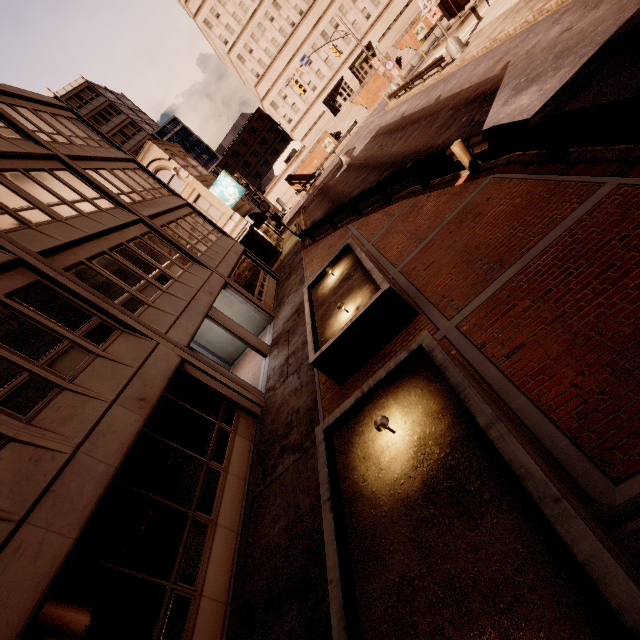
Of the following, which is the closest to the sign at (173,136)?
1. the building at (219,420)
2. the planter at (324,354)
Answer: the building at (219,420)

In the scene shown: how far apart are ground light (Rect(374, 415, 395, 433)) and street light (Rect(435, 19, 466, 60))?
26.4 meters

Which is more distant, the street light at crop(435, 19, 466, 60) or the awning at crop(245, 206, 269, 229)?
the awning at crop(245, 206, 269, 229)

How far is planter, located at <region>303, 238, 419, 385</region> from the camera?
6.90m

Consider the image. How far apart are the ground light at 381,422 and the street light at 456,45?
26.4 meters

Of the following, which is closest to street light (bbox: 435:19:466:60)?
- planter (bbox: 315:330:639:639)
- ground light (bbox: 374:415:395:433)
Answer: planter (bbox: 315:330:639:639)

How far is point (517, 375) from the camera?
4.35m

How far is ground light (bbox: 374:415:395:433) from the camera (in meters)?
4.16
